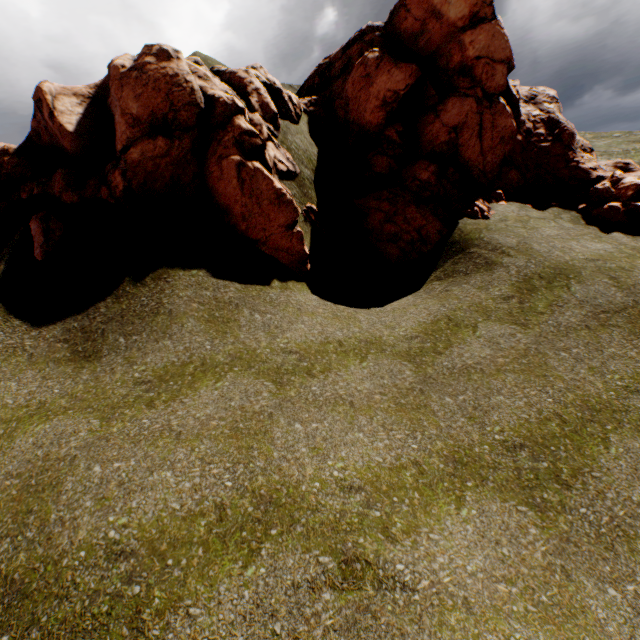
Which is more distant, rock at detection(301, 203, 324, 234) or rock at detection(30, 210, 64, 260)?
rock at detection(301, 203, 324, 234)

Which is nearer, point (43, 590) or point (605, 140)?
point (43, 590)

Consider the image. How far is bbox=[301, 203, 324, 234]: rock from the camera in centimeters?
1100cm

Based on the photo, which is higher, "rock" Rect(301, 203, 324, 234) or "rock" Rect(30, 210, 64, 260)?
"rock" Rect(30, 210, 64, 260)

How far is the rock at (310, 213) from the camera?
11.00m
